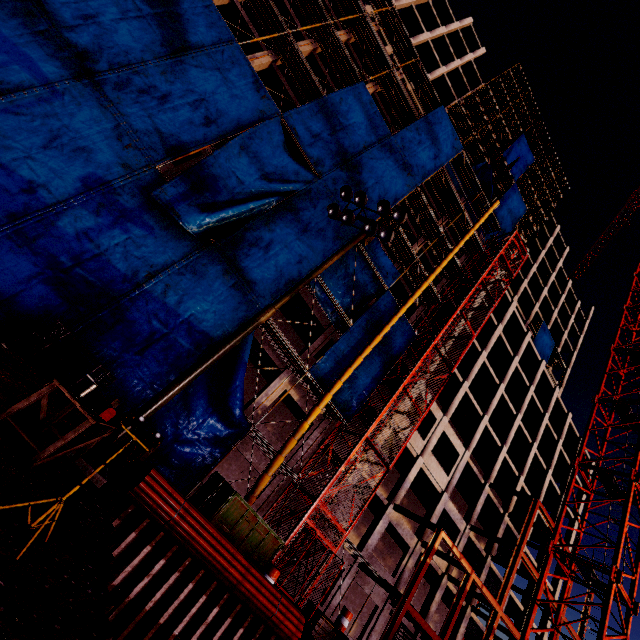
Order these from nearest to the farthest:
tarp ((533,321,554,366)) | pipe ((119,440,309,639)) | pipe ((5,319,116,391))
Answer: pipe ((119,440,309,639)) < pipe ((5,319,116,391)) < tarp ((533,321,554,366))

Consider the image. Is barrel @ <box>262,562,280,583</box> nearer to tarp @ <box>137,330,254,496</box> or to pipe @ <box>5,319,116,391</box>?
tarp @ <box>137,330,254,496</box>

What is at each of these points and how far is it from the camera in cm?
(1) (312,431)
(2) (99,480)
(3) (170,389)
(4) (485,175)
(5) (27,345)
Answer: (1) concrete column, 1906
(2) floodlight pole, 656
(3) floodlight pole, 798
(4) tarp, 3666
(5) pipe, 1047

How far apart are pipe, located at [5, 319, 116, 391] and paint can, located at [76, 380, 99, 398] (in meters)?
6.13

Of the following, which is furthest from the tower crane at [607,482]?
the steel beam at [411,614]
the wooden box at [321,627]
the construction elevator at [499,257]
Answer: the construction elevator at [499,257]

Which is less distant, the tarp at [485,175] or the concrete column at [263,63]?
the concrete column at [263,63]

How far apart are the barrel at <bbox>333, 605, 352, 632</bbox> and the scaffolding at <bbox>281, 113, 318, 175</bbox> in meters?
22.5 m

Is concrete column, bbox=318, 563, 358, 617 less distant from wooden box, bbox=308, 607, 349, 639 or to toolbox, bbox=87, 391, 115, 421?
wooden box, bbox=308, 607, 349, 639
